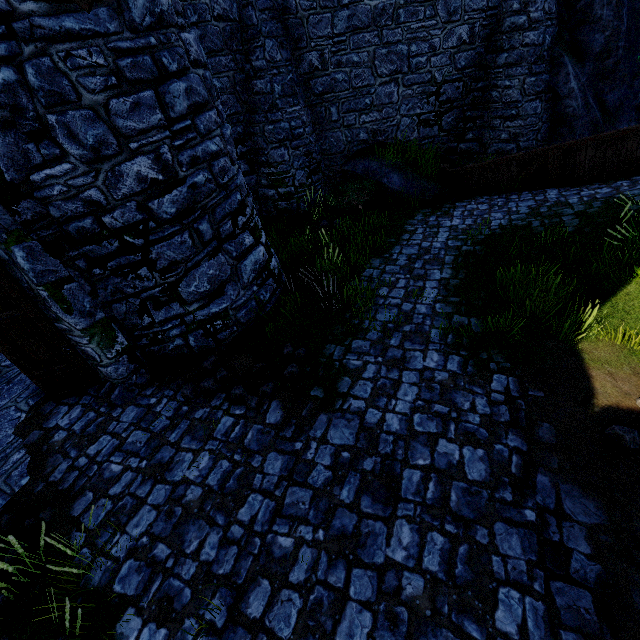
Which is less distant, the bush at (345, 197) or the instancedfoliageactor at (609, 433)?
the instancedfoliageactor at (609, 433)

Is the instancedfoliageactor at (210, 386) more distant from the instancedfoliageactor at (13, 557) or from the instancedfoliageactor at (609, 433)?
the instancedfoliageactor at (609, 433)

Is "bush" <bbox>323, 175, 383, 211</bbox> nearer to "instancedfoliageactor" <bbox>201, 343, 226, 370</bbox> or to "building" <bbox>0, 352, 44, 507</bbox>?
"instancedfoliageactor" <bbox>201, 343, 226, 370</bbox>

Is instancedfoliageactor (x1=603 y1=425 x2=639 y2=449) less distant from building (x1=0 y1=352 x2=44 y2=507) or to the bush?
building (x1=0 y1=352 x2=44 y2=507)

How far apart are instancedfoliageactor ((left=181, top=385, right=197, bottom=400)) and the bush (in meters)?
7.11

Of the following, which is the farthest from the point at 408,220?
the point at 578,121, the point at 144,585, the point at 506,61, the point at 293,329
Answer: the point at 144,585

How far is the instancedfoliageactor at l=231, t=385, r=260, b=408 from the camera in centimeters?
503cm

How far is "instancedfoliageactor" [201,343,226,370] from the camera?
→ 5.8m
